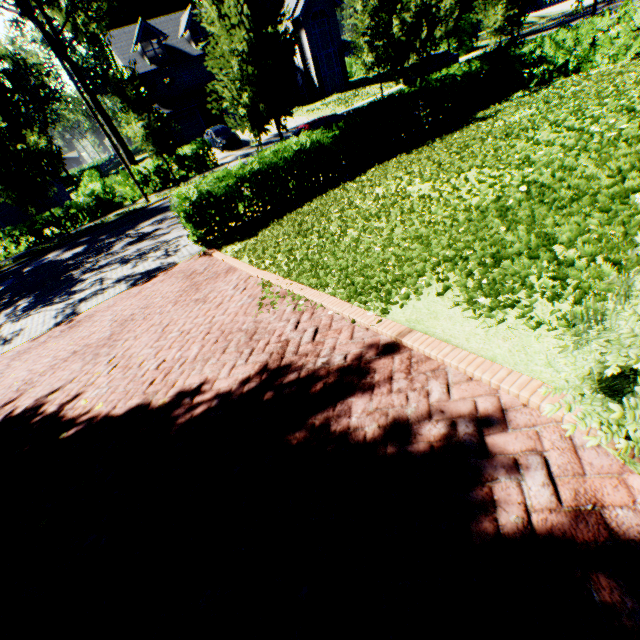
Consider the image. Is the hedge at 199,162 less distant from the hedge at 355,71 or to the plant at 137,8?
the hedge at 355,71

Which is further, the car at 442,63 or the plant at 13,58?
the plant at 13,58

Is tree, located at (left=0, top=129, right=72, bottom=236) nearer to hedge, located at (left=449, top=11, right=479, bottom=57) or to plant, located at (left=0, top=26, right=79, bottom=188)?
hedge, located at (left=449, top=11, right=479, bottom=57)

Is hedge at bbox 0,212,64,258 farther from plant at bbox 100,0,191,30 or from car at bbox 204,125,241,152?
plant at bbox 100,0,191,30

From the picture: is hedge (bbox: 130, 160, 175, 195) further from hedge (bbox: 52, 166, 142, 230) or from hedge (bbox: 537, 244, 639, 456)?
hedge (bbox: 537, 244, 639, 456)

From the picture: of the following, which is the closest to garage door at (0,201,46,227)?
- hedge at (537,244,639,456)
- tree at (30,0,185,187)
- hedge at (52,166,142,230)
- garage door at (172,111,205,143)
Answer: hedge at (52,166,142,230)

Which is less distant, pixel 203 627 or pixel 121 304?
pixel 203 627

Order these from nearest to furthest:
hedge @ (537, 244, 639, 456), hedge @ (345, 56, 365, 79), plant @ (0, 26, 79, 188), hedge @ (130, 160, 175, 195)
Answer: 1. hedge @ (537, 244, 639, 456)
2. hedge @ (130, 160, 175, 195)
3. plant @ (0, 26, 79, 188)
4. hedge @ (345, 56, 365, 79)
